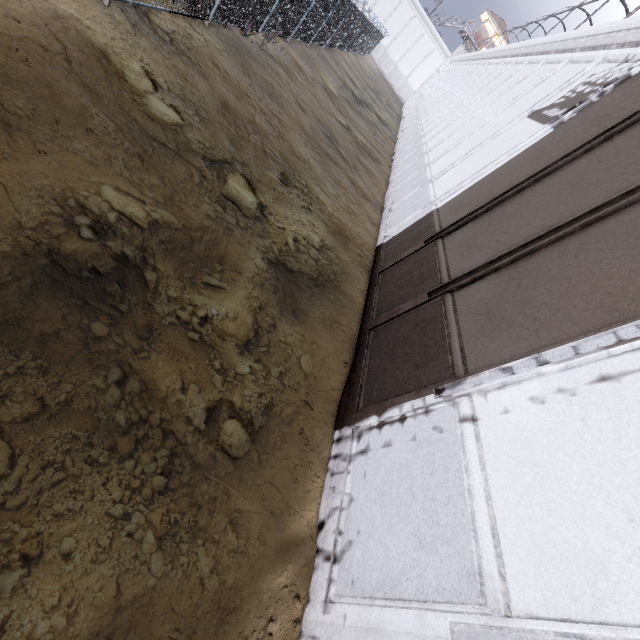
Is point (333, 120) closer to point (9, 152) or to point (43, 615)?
point (9, 152)
